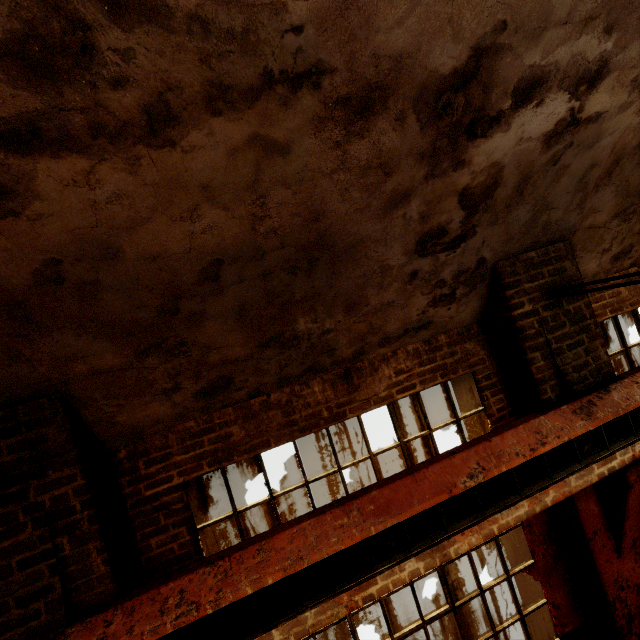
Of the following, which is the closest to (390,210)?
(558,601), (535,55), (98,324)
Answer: (535,55)

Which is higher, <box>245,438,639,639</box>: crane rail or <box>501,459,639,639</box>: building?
→ <box>245,438,639,639</box>: crane rail

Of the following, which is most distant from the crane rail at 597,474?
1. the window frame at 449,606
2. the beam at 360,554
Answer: the window frame at 449,606

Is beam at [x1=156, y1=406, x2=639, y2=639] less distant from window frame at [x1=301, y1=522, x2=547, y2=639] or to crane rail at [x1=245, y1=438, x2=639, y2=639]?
crane rail at [x1=245, y1=438, x2=639, y2=639]

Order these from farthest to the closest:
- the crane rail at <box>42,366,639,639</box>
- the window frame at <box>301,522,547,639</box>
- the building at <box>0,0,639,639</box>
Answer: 1. the window frame at <box>301,522,547,639</box>
2. the crane rail at <box>42,366,639,639</box>
3. the building at <box>0,0,639,639</box>

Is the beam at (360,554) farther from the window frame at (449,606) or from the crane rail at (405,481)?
the window frame at (449,606)

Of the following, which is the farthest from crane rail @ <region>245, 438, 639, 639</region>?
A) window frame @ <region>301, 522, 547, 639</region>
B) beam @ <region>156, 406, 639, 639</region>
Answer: window frame @ <region>301, 522, 547, 639</region>

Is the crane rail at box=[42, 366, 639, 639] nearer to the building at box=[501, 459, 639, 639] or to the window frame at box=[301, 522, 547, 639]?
A: the building at box=[501, 459, 639, 639]
